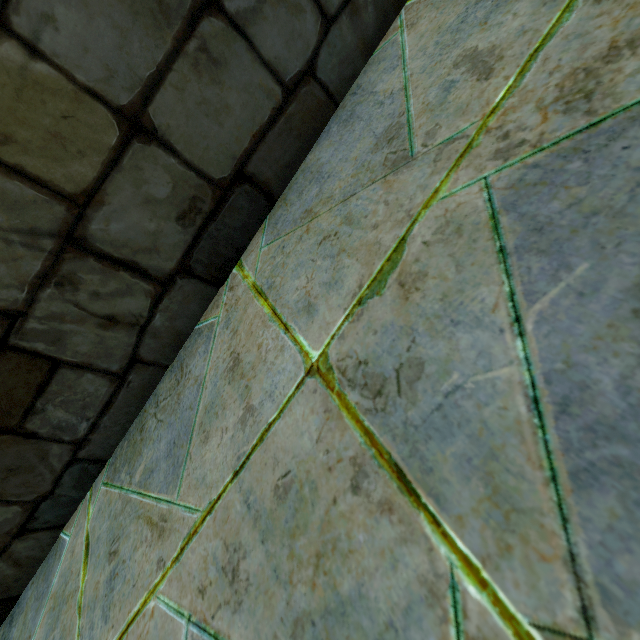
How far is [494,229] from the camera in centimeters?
60cm
